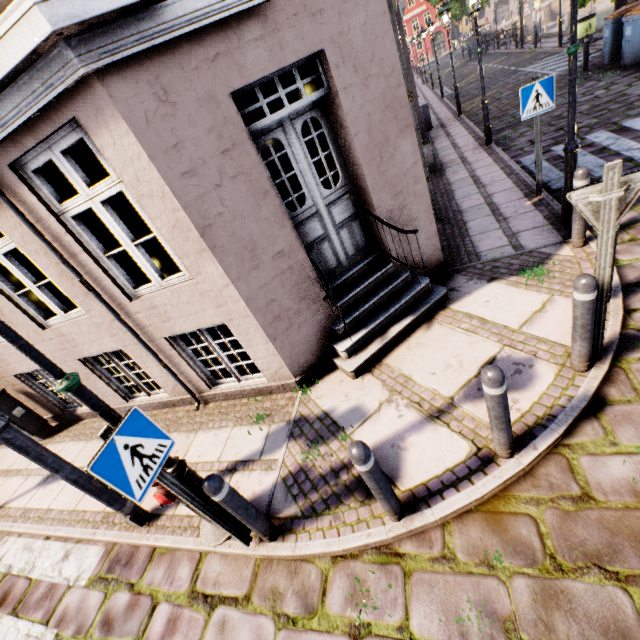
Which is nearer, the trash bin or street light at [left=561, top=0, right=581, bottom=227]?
street light at [left=561, top=0, right=581, bottom=227]

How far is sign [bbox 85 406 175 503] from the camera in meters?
2.1

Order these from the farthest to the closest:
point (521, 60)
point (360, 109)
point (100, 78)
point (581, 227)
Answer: point (521, 60), point (581, 227), point (360, 109), point (100, 78)

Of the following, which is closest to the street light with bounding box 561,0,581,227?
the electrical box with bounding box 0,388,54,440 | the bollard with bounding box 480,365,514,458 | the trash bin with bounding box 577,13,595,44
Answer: the bollard with bounding box 480,365,514,458

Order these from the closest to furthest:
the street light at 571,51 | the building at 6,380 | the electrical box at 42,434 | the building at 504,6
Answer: the street light at 571,51 → the building at 6,380 → the electrical box at 42,434 → the building at 504,6

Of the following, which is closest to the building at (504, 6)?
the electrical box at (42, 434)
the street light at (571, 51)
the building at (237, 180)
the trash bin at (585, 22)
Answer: the building at (237, 180)

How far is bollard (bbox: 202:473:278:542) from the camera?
2.6 meters

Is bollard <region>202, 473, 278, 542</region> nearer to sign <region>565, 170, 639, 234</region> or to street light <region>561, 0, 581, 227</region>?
street light <region>561, 0, 581, 227</region>
